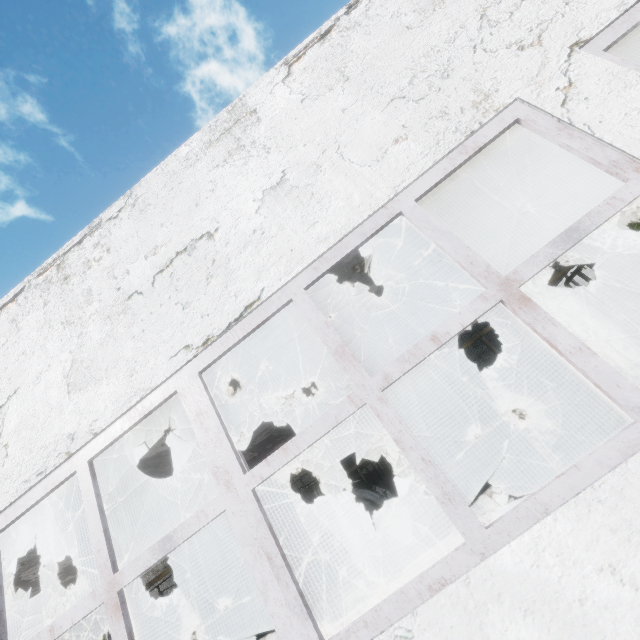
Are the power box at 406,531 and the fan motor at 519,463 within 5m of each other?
yes

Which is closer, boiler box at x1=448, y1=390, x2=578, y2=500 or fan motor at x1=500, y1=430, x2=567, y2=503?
fan motor at x1=500, y1=430, x2=567, y2=503

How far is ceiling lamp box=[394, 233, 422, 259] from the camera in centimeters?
673cm

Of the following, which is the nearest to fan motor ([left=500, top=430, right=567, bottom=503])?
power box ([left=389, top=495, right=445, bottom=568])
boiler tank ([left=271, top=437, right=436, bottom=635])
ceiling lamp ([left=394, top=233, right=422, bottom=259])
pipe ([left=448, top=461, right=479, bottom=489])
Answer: power box ([left=389, top=495, right=445, bottom=568])

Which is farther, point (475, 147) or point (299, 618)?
point (475, 147)

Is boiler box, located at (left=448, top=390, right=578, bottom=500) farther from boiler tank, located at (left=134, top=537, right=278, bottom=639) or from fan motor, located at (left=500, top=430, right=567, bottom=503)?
boiler tank, located at (left=134, top=537, right=278, bottom=639)

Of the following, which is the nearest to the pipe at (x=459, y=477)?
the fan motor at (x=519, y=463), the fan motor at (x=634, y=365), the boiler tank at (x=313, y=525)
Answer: Result: the fan motor at (x=634, y=365)

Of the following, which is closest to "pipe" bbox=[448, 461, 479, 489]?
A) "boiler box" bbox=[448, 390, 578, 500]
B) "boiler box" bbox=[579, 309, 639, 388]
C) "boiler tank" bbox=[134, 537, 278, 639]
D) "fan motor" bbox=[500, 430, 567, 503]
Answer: "boiler box" bbox=[579, 309, 639, 388]
